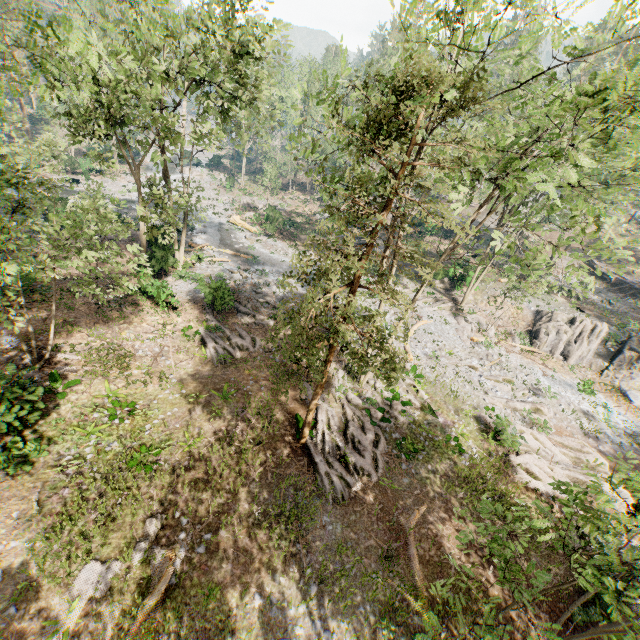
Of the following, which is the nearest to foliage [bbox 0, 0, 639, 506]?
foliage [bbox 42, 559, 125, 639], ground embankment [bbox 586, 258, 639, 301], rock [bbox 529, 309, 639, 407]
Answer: rock [bbox 529, 309, 639, 407]

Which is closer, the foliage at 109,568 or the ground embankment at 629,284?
the foliage at 109,568

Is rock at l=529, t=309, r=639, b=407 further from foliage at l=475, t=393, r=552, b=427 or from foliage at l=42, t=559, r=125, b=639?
foliage at l=42, t=559, r=125, b=639

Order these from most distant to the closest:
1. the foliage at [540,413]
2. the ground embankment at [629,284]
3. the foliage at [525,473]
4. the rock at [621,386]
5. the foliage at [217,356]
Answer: the ground embankment at [629,284], the rock at [621,386], the foliage at [540,413], the foliage at [217,356], the foliage at [525,473]

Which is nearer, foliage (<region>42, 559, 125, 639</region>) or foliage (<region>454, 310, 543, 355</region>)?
foliage (<region>42, 559, 125, 639</region>)

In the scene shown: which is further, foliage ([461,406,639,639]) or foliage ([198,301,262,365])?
foliage ([198,301,262,365])

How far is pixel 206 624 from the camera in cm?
→ 916
